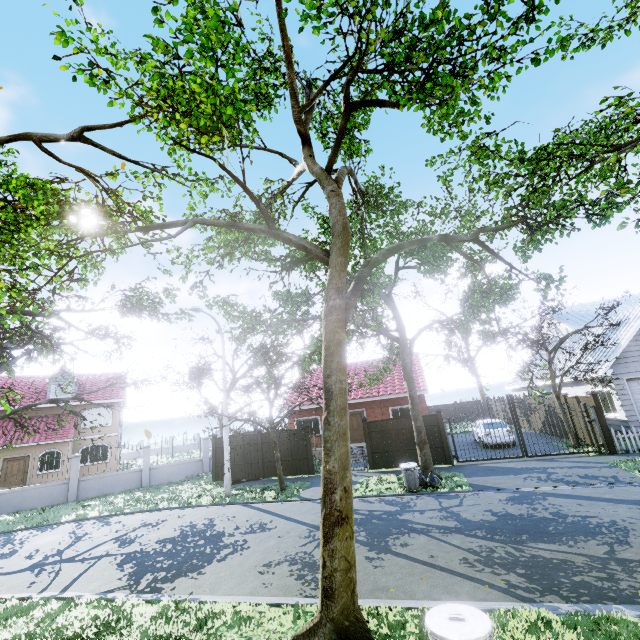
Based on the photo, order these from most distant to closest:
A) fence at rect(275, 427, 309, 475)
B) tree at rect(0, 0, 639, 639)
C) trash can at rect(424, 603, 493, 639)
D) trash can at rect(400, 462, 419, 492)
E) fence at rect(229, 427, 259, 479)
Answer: fence at rect(229, 427, 259, 479)
fence at rect(275, 427, 309, 475)
trash can at rect(400, 462, 419, 492)
tree at rect(0, 0, 639, 639)
trash can at rect(424, 603, 493, 639)

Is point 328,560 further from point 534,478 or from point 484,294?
point 484,294

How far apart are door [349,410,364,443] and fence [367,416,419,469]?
5.46m

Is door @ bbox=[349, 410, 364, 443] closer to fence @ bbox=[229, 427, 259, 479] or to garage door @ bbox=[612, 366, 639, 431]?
fence @ bbox=[229, 427, 259, 479]

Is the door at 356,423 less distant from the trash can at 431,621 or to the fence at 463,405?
the fence at 463,405

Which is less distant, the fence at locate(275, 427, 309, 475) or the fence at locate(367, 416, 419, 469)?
the fence at locate(367, 416, 419, 469)

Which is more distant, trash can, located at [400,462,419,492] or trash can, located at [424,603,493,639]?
trash can, located at [400,462,419,492]

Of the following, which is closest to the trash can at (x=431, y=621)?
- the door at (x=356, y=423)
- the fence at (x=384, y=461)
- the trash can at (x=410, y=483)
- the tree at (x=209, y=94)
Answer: the tree at (x=209, y=94)
